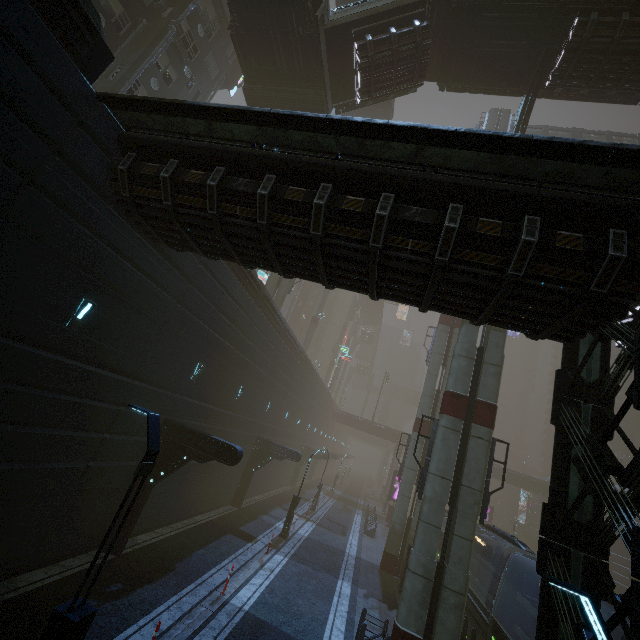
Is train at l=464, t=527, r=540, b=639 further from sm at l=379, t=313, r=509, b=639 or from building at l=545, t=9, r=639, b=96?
sm at l=379, t=313, r=509, b=639

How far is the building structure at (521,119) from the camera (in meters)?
16.95

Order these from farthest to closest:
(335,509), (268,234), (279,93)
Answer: (335,509)
(279,93)
(268,234)

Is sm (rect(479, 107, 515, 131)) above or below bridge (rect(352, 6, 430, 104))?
above

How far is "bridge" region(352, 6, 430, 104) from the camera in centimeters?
1756cm

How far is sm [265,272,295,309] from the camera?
29.93m

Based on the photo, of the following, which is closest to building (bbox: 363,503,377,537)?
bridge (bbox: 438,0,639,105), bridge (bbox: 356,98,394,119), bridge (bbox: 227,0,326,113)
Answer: bridge (bbox: 438,0,639,105)

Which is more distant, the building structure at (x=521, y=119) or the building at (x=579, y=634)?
the building structure at (x=521, y=119)
